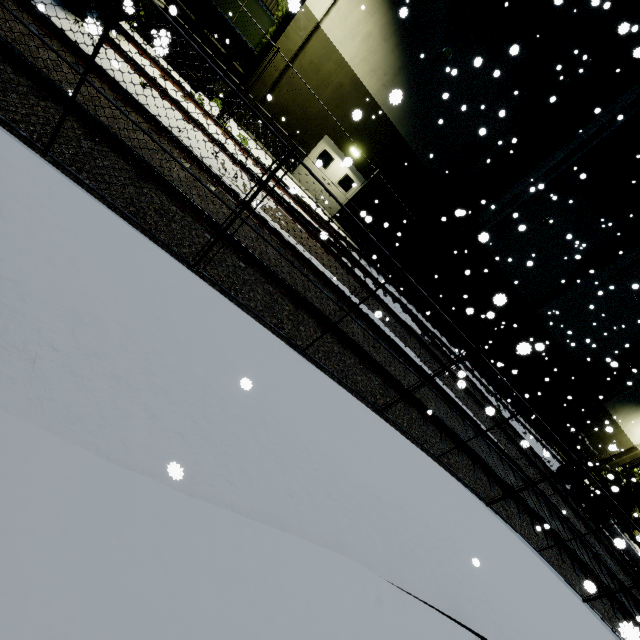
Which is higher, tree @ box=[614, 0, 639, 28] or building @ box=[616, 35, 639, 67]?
tree @ box=[614, 0, 639, 28]

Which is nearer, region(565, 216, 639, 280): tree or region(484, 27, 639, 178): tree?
region(484, 27, 639, 178): tree

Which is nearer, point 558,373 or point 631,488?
point 558,373

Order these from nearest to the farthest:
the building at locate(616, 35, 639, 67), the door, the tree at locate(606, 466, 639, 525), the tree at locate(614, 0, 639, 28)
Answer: the building at locate(616, 35, 639, 67) → the tree at locate(614, 0, 639, 28) → the door → the tree at locate(606, 466, 639, 525)

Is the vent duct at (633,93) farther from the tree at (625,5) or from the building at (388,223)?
the tree at (625,5)

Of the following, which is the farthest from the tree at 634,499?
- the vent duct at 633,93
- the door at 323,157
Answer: the door at 323,157

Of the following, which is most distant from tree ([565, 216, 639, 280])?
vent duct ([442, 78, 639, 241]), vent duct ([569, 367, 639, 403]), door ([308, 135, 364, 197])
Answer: door ([308, 135, 364, 197])
